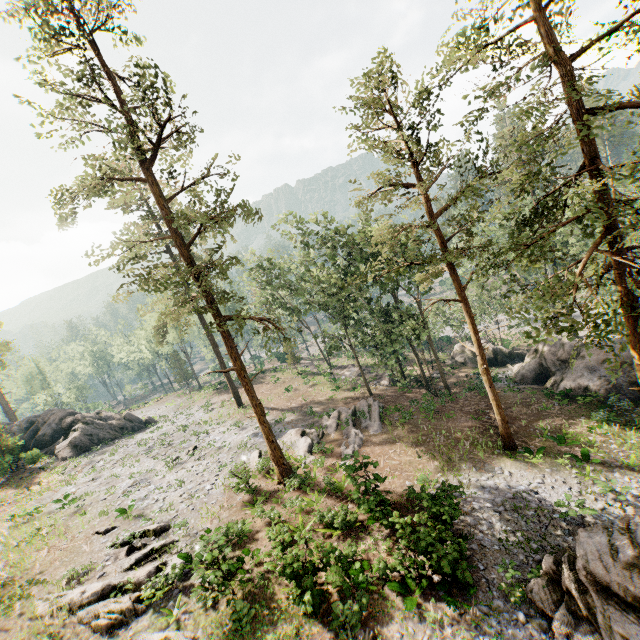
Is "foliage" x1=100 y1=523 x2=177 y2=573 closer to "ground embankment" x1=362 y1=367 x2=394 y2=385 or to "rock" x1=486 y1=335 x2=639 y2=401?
"ground embankment" x1=362 y1=367 x2=394 y2=385

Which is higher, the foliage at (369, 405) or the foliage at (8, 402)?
the foliage at (8, 402)

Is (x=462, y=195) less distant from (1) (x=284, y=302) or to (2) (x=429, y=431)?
(2) (x=429, y=431)

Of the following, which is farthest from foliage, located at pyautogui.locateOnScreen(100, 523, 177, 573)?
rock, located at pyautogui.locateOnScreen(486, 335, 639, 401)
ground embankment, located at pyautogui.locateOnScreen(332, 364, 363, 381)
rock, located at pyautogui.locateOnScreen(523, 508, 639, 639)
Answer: rock, located at pyautogui.locateOnScreen(523, 508, 639, 639)

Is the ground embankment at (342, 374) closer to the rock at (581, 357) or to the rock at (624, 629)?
the rock at (581, 357)

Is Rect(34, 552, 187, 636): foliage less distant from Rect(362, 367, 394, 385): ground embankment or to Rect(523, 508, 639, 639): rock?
Rect(362, 367, 394, 385): ground embankment

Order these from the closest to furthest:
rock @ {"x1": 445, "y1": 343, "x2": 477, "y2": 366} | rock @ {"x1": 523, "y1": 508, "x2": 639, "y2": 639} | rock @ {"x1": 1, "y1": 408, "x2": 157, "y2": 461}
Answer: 1. rock @ {"x1": 523, "y1": 508, "x2": 639, "y2": 639}
2. rock @ {"x1": 1, "y1": 408, "x2": 157, "y2": 461}
3. rock @ {"x1": 445, "y1": 343, "x2": 477, "y2": 366}
